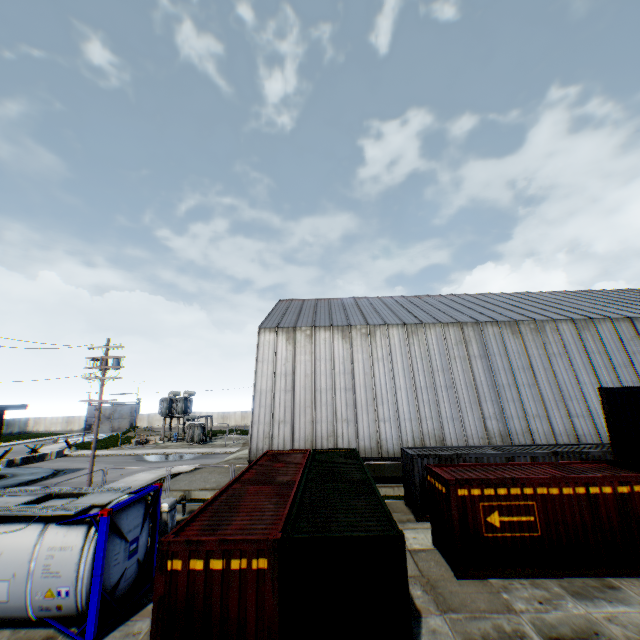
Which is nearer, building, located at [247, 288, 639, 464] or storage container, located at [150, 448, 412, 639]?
storage container, located at [150, 448, 412, 639]

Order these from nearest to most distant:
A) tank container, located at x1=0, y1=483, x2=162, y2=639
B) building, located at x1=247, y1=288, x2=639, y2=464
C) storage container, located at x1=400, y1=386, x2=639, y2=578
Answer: tank container, located at x1=0, y1=483, x2=162, y2=639, storage container, located at x1=400, y1=386, x2=639, y2=578, building, located at x1=247, y1=288, x2=639, y2=464

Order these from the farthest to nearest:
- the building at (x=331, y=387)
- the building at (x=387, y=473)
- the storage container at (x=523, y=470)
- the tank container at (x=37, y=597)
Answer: the building at (x=331, y=387), the building at (x=387, y=473), the storage container at (x=523, y=470), the tank container at (x=37, y=597)

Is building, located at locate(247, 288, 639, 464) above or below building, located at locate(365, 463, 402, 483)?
above

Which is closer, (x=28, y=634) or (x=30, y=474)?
(x=28, y=634)

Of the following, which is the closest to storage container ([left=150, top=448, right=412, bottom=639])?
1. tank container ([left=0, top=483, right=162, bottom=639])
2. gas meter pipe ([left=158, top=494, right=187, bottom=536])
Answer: tank container ([left=0, top=483, right=162, bottom=639])

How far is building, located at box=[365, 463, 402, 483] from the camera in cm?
2053

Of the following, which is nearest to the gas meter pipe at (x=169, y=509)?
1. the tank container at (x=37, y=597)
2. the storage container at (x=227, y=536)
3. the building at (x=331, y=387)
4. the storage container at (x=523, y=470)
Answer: the tank container at (x=37, y=597)
